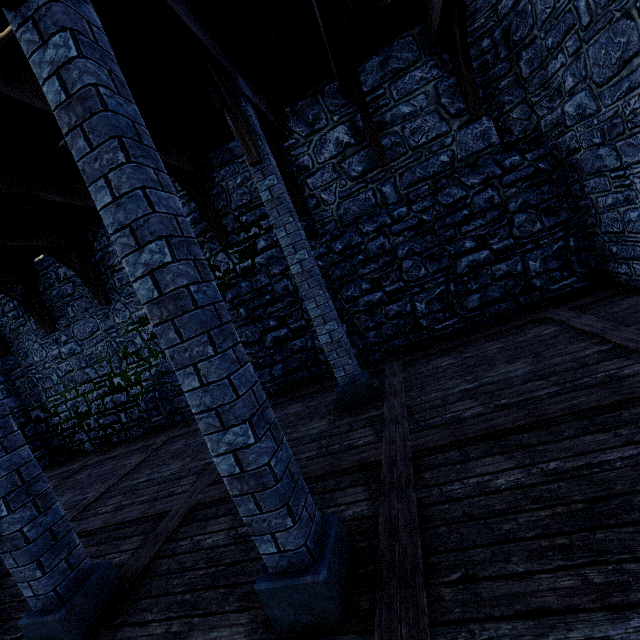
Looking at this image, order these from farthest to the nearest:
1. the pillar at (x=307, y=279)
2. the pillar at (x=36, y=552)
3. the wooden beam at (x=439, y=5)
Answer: the wooden beam at (x=439, y=5)
the pillar at (x=307, y=279)
the pillar at (x=36, y=552)

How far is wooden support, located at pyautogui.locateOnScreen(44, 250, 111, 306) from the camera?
8.07m

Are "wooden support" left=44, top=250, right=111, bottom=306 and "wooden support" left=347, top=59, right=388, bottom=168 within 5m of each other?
no

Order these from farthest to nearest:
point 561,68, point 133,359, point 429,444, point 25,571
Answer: point 133,359 → point 561,68 → point 429,444 → point 25,571

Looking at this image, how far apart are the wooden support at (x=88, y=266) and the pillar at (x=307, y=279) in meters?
6.0 m

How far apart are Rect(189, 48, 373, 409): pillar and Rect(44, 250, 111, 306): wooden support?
6.0m

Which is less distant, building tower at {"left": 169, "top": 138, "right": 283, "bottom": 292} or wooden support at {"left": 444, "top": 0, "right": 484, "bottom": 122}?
wooden support at {"left": 444, "top": 0, "right": 484, "bottom": 122}

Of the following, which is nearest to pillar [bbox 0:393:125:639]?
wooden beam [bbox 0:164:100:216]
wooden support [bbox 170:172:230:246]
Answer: wooden beam [bbox 0:164:100:216]
